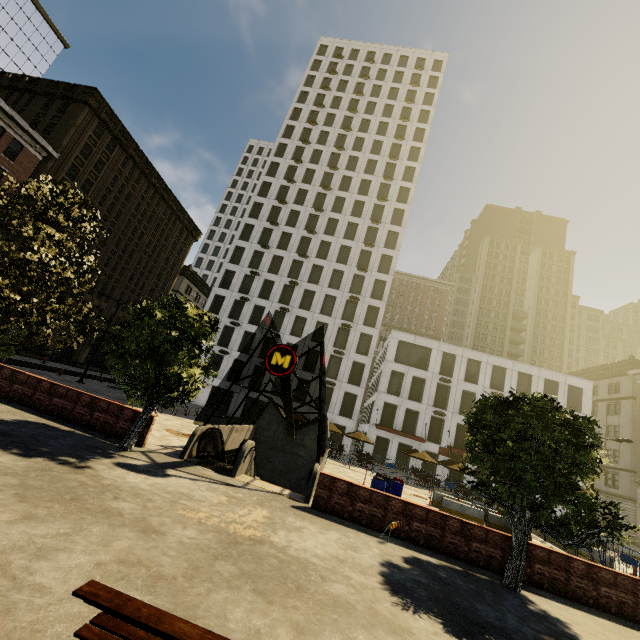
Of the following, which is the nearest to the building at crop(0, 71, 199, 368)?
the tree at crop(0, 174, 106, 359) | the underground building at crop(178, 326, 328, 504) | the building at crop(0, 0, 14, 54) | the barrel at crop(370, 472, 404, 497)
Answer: the tree at crop(0, 174, 106, 359)

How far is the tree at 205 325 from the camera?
10.9m

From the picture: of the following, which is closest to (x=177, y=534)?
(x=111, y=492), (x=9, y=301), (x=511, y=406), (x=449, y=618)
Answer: (x=111, y=492)

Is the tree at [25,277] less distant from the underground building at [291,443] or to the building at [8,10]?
the underground building at [291,443]

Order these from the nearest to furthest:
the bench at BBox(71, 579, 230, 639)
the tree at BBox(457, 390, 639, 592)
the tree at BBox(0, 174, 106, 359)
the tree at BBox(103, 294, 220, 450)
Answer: the bench at BBox(71, 579, 230, 639)
the tree at BBox(457, 390, 639, 592)
the tree at BBox(0, 174, 106, 359)
the tree at BBox(103, 294, 220, 450)

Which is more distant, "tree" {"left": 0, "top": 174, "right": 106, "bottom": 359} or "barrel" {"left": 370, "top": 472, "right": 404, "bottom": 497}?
"barrel" {"left": 370, "top": 472, "right": 404, "bottom": 497}

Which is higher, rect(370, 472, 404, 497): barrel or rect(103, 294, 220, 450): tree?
rect(103, 294, 220, 450): tree

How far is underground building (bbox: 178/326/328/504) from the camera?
12.95m
